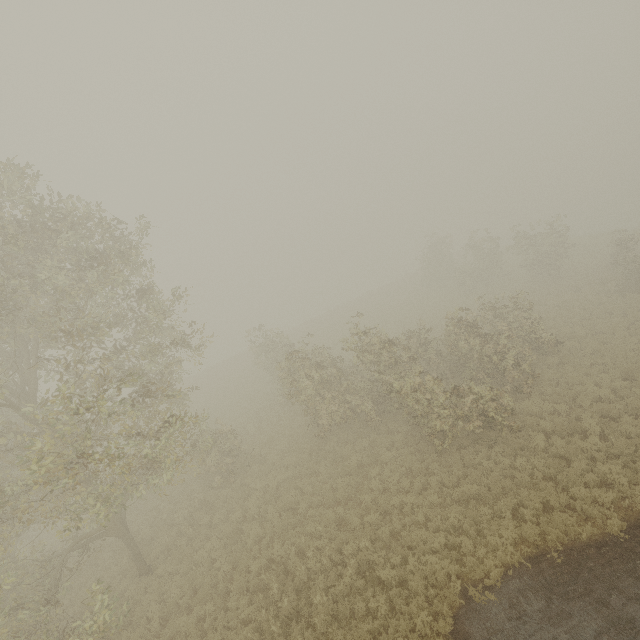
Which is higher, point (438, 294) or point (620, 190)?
point (438, 294)
